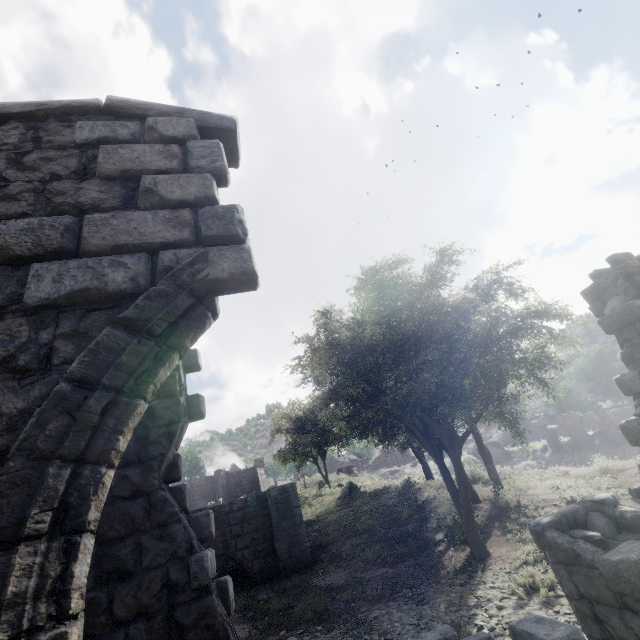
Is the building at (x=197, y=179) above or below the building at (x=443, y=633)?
above

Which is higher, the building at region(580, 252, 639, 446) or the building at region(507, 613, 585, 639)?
the building at region(580, 252, 639, 446)

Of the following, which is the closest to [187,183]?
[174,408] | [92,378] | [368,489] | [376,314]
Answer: [92,378]

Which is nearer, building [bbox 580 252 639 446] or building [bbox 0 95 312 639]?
building [bbox 0 95 312 639]

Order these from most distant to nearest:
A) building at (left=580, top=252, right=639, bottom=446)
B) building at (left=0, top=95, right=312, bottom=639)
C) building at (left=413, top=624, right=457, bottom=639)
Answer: building at (left=580, top=252, right=639, bottom=446), building at (left=413, top=624, right=457, bottom=639), building at (left=0, top=95, right=312, bottom=639)
